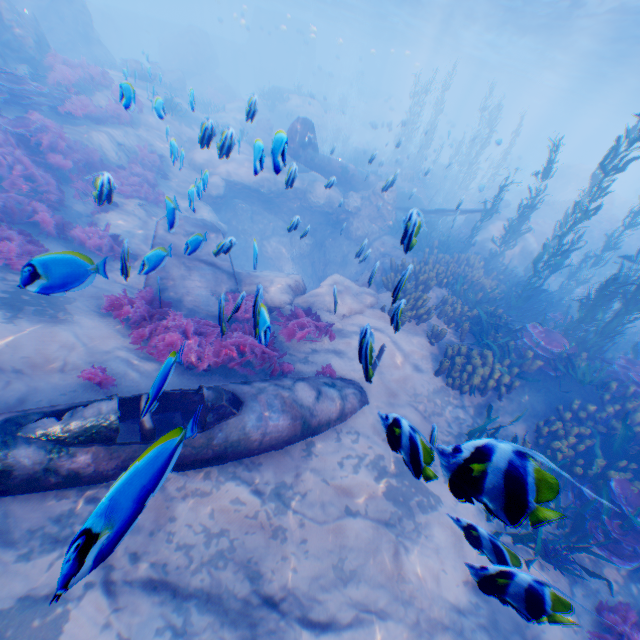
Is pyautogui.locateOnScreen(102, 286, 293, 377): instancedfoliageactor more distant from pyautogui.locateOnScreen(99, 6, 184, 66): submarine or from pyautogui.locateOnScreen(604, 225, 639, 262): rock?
pyautogui.locateOnScreen(99, 6, 184, 66): submarine

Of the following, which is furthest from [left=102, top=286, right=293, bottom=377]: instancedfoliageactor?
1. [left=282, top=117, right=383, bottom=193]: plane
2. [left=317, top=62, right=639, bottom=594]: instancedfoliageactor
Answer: [left=317, top=62, right=639, bottom=594]: instancedfoliageactor

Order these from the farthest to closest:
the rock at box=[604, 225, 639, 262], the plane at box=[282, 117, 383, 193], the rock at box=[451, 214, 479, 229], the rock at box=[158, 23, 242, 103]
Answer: the rock at box=[158, 23, 242, 103] → the rock at box=[604, 225, 639, 262] → the rock at box=[451, 214, 479, 229] → the plane at box=[282, 117, 383, 193]

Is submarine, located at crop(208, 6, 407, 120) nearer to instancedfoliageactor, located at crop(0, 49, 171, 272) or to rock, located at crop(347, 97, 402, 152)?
rock, located at crop(347, 97, 402, 152)

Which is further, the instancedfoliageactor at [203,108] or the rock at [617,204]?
the rock at [617,204]

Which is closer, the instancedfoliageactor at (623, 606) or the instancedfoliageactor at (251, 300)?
the instancedfoliageactor at (623, 606)

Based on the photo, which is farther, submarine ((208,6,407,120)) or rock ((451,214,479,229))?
submarine ((208,6,407,120))

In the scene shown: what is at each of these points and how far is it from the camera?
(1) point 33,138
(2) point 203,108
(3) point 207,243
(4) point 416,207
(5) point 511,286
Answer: (1) instancedfoliageactor, 9.73m
(2) instancedfoliageactor, 25.67m
(3) plane, 9.21m
(4) plane, 20.58m
(5) instancedfoliageactor, 12.47m
